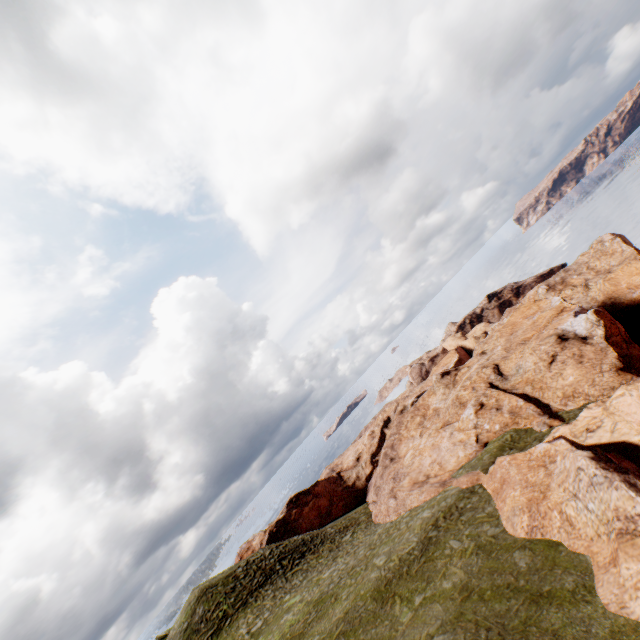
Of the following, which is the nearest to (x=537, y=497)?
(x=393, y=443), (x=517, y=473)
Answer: (x=517, y=473)
